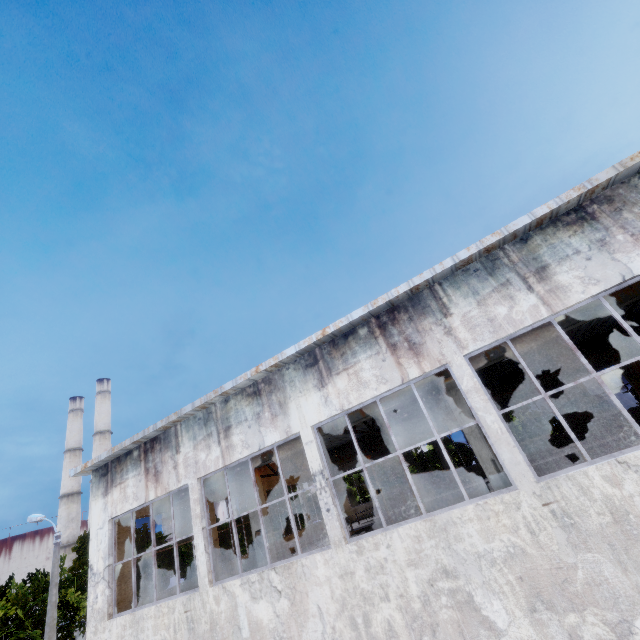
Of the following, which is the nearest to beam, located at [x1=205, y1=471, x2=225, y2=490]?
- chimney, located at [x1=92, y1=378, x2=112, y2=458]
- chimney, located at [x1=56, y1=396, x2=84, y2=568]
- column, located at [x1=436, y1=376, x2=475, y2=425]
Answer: column, located at [x1=436, y1=376, x2=475, y2=425]

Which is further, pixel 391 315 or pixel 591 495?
pixel 391 315

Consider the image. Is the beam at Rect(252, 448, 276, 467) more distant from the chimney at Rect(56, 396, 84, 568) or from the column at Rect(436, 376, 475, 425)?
the chimney at Rect(56, 396, 84, 568)

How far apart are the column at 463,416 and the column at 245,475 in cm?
745

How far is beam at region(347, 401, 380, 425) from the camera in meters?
10.5

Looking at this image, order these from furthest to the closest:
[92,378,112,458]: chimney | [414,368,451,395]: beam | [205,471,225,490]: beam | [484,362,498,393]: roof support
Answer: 1. [92,378,112,458]: chimney
2. [484,362,498,393]: roof support
3. [205,471,225,490]: beam
4. [414,368,451,395]: beam

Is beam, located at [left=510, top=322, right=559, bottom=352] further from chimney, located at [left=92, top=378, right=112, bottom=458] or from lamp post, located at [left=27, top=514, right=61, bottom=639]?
chimney, located at [left=92, top=378, right=112, bottom=458]
